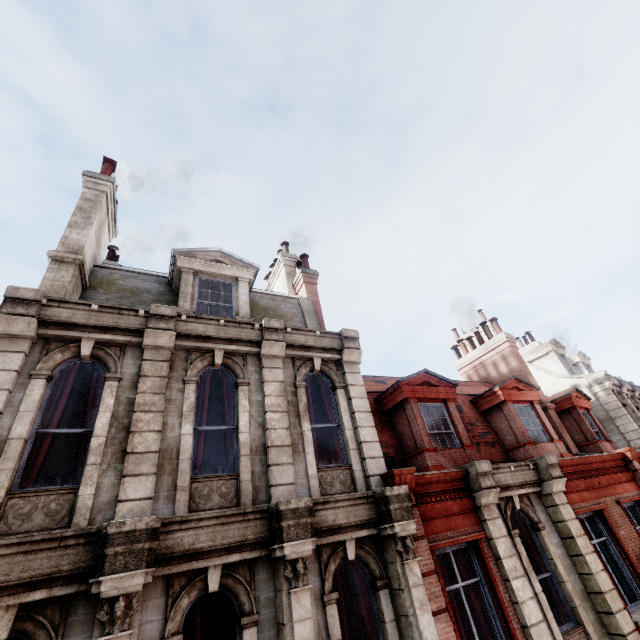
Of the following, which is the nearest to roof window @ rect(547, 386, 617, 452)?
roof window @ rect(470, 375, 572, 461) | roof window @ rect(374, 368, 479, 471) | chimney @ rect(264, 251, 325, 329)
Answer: roof window @ rect(470, 375, 572, 461)

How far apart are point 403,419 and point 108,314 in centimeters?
834cm

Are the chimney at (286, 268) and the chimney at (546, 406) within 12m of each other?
yes

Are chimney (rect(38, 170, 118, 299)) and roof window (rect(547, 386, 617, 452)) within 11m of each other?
no

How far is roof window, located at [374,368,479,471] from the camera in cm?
905

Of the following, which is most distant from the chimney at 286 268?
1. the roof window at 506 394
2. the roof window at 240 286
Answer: the roof window at 506 394

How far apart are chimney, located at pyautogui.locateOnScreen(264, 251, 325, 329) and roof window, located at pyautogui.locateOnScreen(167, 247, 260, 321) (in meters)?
2.34

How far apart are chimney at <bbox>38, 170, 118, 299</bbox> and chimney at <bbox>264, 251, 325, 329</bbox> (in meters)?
6.21
